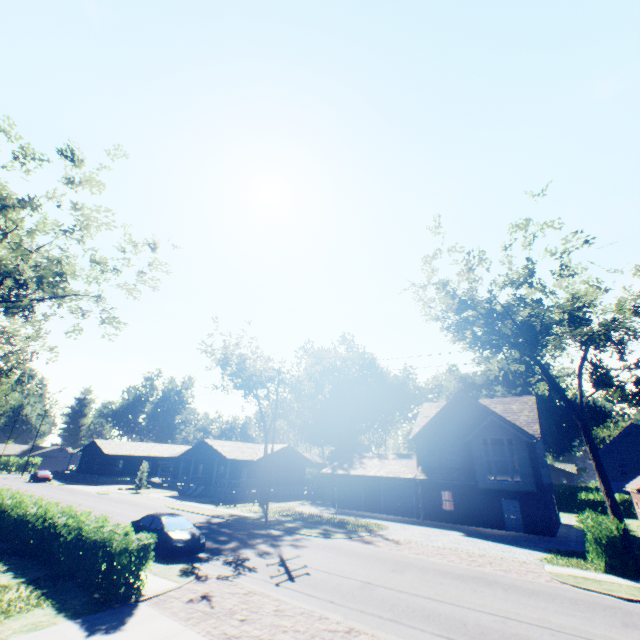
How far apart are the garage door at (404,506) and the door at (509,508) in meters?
7.4

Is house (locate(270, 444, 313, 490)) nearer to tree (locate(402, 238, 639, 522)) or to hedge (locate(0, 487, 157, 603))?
hedge (locate(0, 487, 157, 603))

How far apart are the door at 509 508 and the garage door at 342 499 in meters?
12.9

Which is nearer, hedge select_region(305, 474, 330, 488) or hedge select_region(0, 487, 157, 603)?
hedge select_region(0, 487, 157, 603)

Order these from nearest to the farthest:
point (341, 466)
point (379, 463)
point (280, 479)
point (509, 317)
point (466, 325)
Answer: point (509, 317), point (466, 325), point (379, 463), point (341, 466), point (280, 479)

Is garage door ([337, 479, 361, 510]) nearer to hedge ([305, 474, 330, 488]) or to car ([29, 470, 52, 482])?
hedge ([305, 474, 330, 488])

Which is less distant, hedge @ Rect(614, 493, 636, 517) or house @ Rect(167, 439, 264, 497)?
hedge @ Rect(614, 493, 636, 517)
